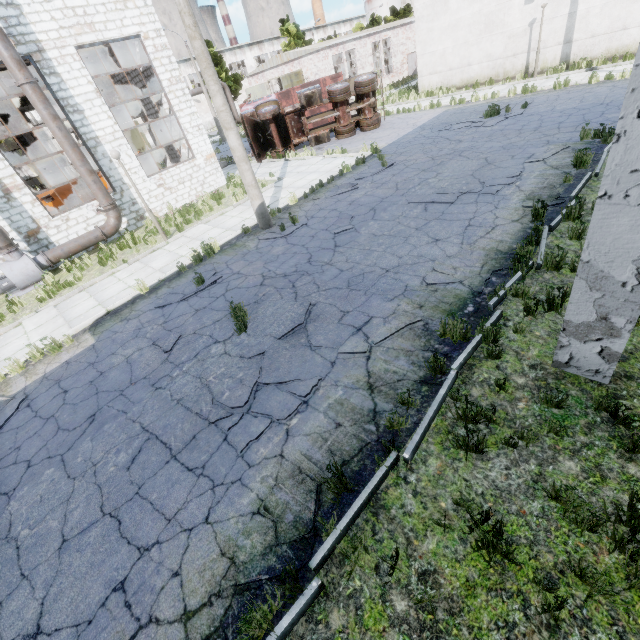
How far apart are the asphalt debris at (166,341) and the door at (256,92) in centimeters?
3736cm

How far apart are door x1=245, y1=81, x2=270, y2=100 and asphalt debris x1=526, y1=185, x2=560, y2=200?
36.8 meters

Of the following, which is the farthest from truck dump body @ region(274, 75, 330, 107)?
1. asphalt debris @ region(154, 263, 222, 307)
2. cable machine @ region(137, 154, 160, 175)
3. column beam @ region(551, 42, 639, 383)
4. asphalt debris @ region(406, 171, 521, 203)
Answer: column beam @ region(551, 42, 639, 383)

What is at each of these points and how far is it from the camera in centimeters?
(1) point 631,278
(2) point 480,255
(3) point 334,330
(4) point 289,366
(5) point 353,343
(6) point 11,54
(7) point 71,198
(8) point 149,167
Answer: (1) column beam, 316cm
(2) asphalt debris, 669cm
(3) asphalt debris, 607cm
(4) asphalt debris, 561cm
(5) asphalt debris, 563cm
(6) pipe, 1085cm
(7) cable machine, 1608cm
(8) cable machine, 1792cm

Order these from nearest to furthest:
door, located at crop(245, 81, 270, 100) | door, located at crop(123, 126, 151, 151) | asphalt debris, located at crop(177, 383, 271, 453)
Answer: asphalt debris, located at crop(177, 383, 271, 453), door, located at crop(123, 126, 151, 151), door, located at crop(245, 81, 270, 100)

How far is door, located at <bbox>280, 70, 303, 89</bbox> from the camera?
31.2m

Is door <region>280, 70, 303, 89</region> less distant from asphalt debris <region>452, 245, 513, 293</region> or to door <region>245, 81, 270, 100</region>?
door <region>245, 81, 270, 100</region>

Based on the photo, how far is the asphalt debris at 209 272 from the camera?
8.7m
